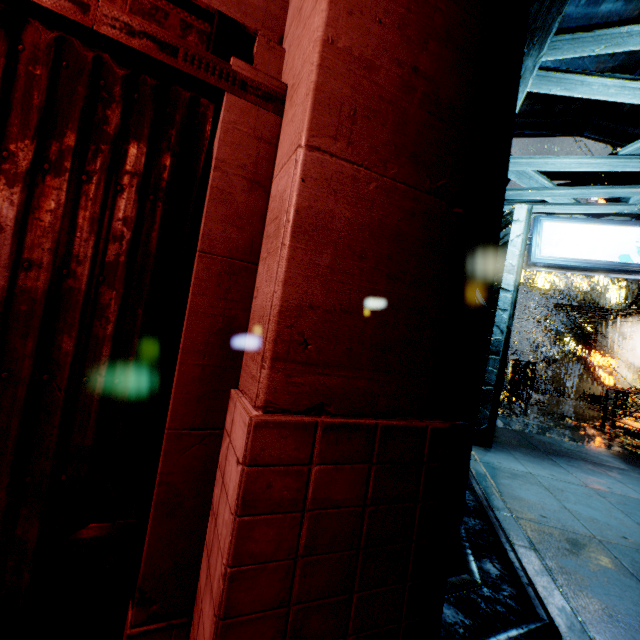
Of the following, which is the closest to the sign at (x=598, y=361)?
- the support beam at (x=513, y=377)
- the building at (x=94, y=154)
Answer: the building at (x=94, y=154)

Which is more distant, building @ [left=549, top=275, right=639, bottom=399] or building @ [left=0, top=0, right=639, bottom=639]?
building @ [left=549, top=275, right=639, bottom=399]

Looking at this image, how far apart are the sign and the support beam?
10.4 meters

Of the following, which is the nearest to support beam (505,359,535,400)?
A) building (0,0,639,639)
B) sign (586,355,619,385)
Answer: building (0,0,639,639)

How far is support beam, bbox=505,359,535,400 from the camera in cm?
1856

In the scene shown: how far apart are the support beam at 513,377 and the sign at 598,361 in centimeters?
1041cm

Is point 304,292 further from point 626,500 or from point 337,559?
point 626,500

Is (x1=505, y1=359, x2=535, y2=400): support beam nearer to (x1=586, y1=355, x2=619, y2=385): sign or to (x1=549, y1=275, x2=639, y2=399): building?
(x1=549, y1=275, x2=639, y2=399): building
